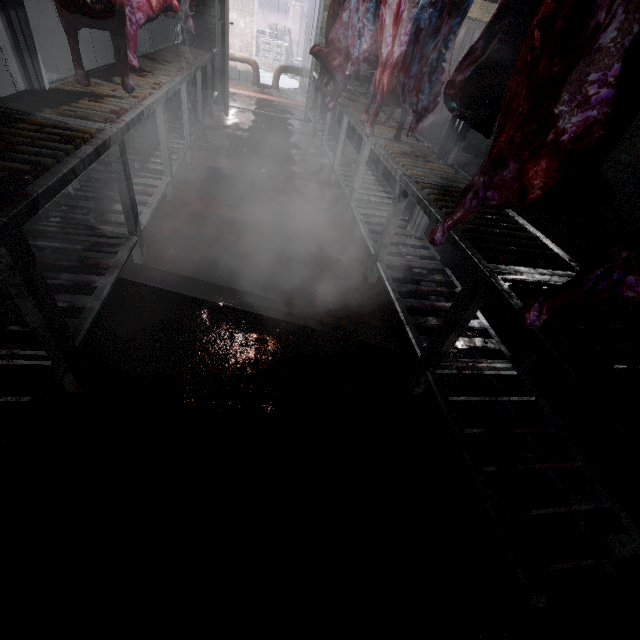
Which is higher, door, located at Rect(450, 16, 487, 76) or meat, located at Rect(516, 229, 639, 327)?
door, located at Rect(450, 16, 487, 76)

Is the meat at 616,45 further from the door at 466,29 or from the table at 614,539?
the door at 466,29

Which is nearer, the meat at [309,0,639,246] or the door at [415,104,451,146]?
the meat at [309,0,639,246]

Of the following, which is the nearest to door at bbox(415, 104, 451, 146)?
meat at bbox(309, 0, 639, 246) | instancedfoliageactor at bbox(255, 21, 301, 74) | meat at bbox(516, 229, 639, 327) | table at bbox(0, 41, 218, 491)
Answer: table at bbox(0, 41, 218, 491)

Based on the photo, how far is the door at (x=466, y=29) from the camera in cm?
542

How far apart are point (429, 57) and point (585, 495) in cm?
222
